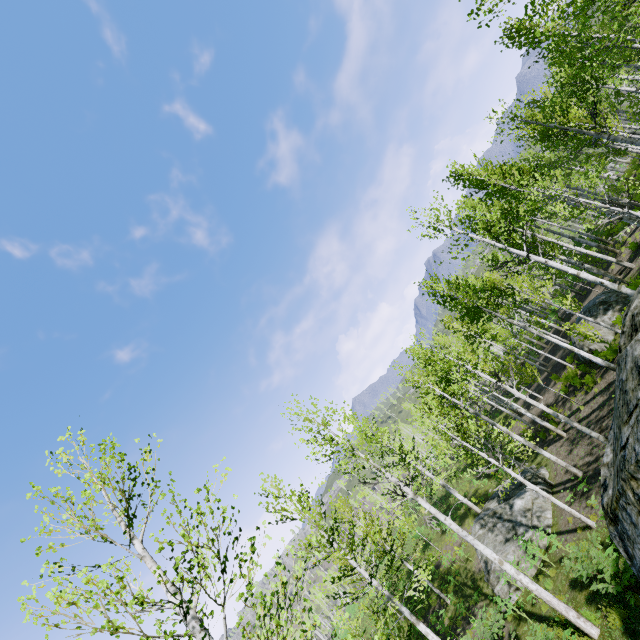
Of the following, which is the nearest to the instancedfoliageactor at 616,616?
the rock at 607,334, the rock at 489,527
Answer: the rock at 489,527

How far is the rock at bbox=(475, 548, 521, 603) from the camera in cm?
1438

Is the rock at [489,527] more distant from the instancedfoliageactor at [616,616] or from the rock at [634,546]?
the rock at [634,546]

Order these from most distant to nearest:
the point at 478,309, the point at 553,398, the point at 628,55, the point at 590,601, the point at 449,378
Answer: the point at 553,398 → the point at 478,309 → the point at 449,378 → the point at 628,55 → the point at 590,601

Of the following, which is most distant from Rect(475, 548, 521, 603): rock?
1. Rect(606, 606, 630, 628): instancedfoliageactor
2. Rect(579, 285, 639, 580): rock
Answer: Rect(579, 285, 639, 580): rock

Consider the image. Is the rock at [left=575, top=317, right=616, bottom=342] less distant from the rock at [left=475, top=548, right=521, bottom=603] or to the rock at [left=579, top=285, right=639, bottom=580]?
the rock at [left=475, top=548, right=521, bottom=603]

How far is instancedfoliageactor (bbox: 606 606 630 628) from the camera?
7.67m

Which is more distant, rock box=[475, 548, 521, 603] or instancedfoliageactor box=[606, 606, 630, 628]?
rock box=[475, 548, 521, 603]
